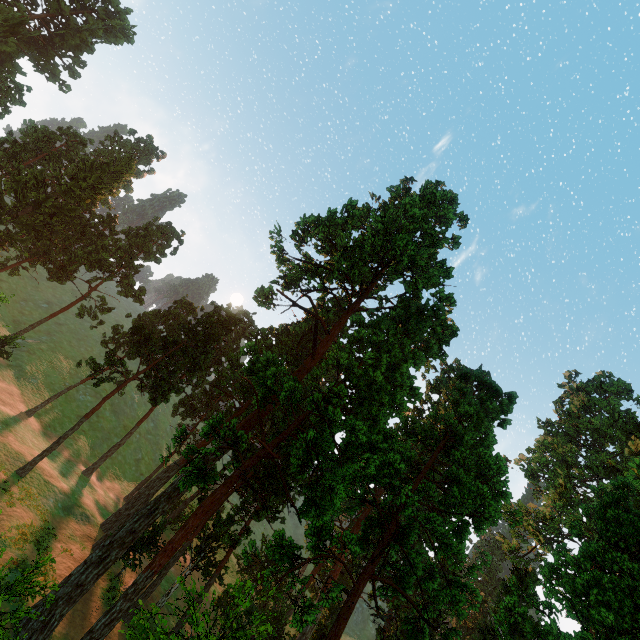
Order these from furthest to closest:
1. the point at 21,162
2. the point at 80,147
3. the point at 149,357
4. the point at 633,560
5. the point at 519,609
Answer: the point at 80,147, the point at 21,162, the point at 149,357, the point at 633,560, the point at 519,609

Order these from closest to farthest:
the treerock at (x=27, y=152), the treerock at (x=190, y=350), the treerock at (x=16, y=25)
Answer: the treerock at (x=190, y=350), the treerock at (x=27, y=152), the treerock at (x=16, y=25)

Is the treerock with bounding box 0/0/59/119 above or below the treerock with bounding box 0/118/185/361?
above

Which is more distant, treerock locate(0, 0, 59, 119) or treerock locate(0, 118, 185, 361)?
treerock locate(0, 0, 59, 119)

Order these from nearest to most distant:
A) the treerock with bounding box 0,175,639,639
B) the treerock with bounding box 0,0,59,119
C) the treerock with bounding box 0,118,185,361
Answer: the treerock with bounding box 0,175,639,639
the treerock with bounding box 0,118,185,361
the treerock with bounding box 0,0,59,119

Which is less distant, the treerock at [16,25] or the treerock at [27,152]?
the treerock at [27,152]
